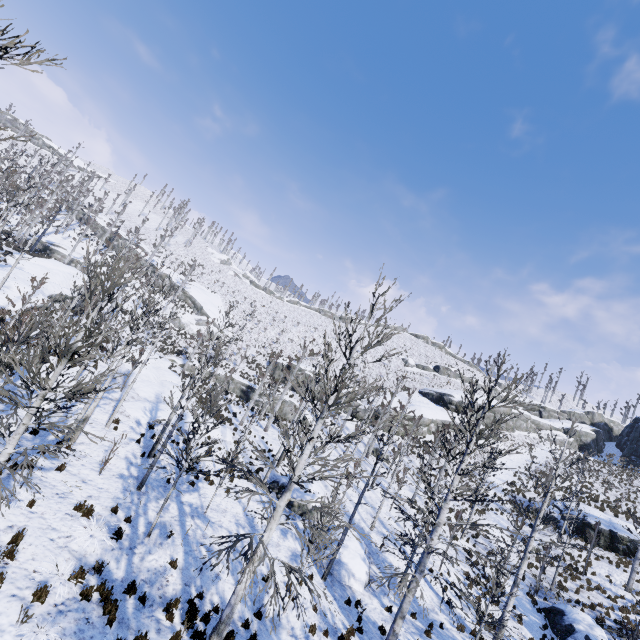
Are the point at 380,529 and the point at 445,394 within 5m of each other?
no

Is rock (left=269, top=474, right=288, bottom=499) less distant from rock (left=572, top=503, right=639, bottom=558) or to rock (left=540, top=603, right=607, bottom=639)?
rock (left=540, top=603, right=607, bottom=639)

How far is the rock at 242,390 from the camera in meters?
39.8

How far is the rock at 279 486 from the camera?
20.28m

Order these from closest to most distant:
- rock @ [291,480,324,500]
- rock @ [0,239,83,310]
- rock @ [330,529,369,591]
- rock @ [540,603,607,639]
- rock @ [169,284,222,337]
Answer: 1. rock @ [330,529,369,591]
2. rock @ [540,603,607,639]
3. rock @ [291,480,324,500]
4. rock @ [0,239,83,310]
5. rock @ [169,284,222,337]

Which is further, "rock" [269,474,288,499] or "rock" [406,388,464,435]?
"rock" [406,388,464,435]

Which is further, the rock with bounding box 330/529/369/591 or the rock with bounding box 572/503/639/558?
the rock with bounding box 572/503/639/558

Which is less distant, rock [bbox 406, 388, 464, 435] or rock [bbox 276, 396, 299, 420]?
rock [bbox 276, 396, 299, 420]
